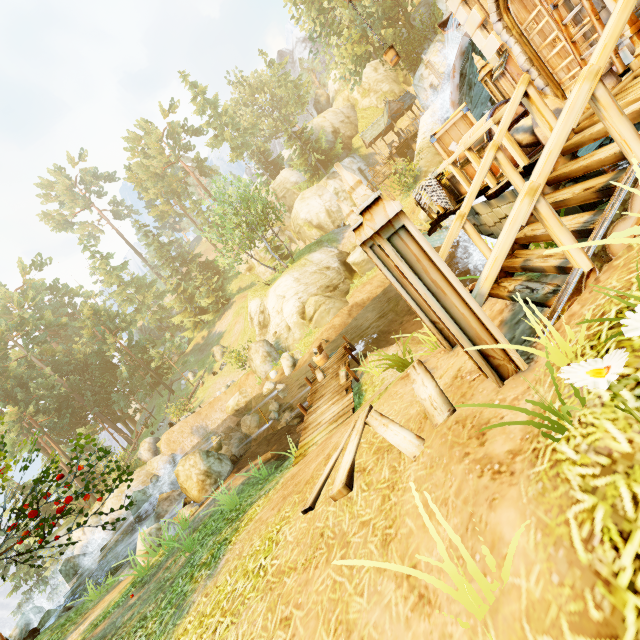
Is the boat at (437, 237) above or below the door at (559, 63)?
→ below

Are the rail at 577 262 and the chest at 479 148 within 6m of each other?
yes

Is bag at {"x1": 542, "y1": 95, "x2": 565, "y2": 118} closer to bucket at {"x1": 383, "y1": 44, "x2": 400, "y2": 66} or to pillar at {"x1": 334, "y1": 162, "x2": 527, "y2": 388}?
pillar at {"x1": 334, "y1": 162, "x2": 527, "y2": 388}

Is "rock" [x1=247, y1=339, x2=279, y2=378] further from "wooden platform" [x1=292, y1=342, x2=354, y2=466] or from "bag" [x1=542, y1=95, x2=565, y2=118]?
"bag" [x1=542, y1=95, x2=565, y2=118]

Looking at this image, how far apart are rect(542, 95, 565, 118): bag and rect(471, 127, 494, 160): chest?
0.0 meters

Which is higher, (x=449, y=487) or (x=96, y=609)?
(x=449, y=487)

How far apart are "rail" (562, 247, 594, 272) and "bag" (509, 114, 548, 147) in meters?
1.8 m

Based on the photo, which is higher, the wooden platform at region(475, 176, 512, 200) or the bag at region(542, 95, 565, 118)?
the bag at region(542, 95, 565, 118)
